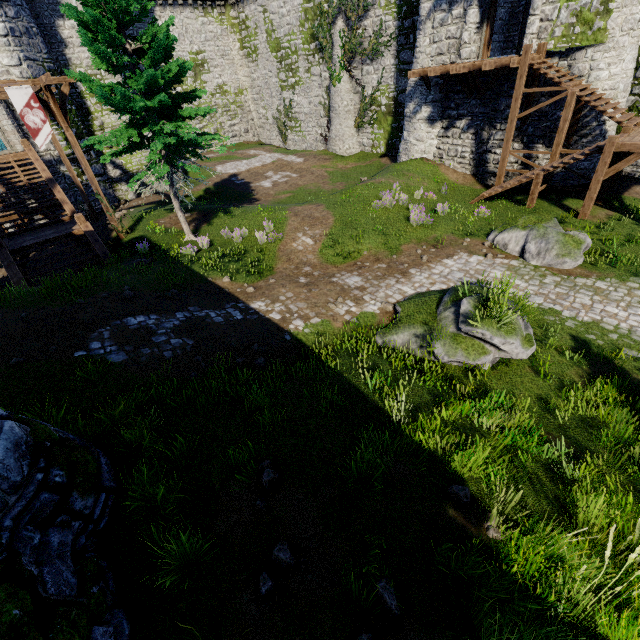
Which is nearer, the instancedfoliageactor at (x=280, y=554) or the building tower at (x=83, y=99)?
the instancedfoliageactor at (x=280, y=554)

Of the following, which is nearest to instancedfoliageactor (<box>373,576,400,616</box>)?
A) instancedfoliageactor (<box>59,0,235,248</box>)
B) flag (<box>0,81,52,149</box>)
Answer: instancedfoliageactor (<box>59,0,235,248</box>)

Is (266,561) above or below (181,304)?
above

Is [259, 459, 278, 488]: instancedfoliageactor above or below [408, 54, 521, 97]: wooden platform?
below

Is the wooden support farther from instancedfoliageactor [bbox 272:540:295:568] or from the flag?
instancedfoliageactor [bbox 272:540:295:568]

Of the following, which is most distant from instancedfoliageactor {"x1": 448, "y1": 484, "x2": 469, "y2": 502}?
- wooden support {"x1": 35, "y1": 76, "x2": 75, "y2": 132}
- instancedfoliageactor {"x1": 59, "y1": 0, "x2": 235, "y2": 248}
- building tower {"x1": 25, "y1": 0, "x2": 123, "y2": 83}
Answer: building tower {"x1": 25, "y1": 0, "x2": 123, "y2": 83}

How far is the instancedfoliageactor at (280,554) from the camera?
4.3m

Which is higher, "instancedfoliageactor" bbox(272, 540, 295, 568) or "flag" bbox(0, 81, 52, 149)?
"flag" bbox(0, 81, 52, 149)
